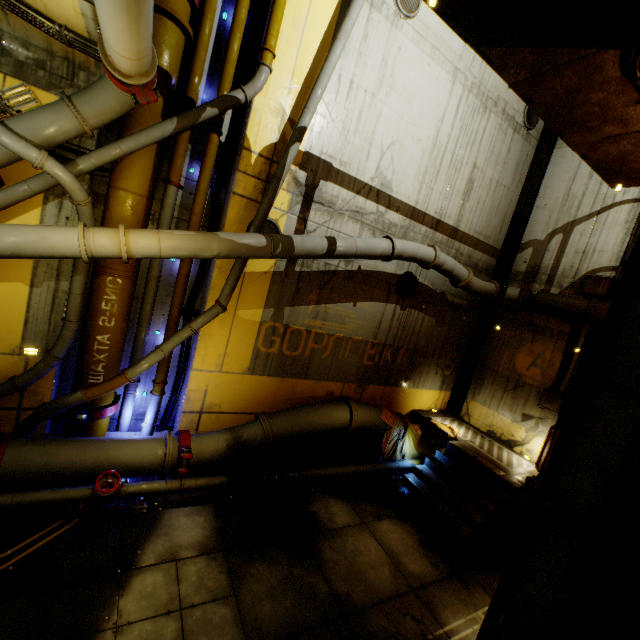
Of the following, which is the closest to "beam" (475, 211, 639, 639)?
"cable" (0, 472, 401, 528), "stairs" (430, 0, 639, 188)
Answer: "stairs" (430, 0, 639, 188)

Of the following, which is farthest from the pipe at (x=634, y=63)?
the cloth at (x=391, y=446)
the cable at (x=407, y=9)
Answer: the cable at (x=407, y=9)

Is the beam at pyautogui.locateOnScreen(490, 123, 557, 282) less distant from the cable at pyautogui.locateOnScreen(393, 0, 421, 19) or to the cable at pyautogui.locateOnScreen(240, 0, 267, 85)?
the cable at pyautogui.locateOnScreen(393, 0, 421, 19)

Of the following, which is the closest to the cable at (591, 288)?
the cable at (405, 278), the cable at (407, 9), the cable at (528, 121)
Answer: the cable at (405, 278)

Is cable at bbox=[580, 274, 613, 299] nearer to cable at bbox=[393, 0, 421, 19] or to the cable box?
the cable box

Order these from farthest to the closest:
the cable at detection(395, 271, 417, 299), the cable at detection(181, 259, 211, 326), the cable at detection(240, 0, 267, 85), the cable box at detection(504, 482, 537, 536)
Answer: the cable at detection(395, 271, 417, 299)
the cable at detection(181, 259, 211, 326)
the cable at detection(240, 0, 267, 85)
the cable box at detection(504, 482, 537, 536)

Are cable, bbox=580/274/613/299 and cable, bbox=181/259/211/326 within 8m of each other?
no

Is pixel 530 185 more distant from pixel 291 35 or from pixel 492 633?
pixel 492 633
